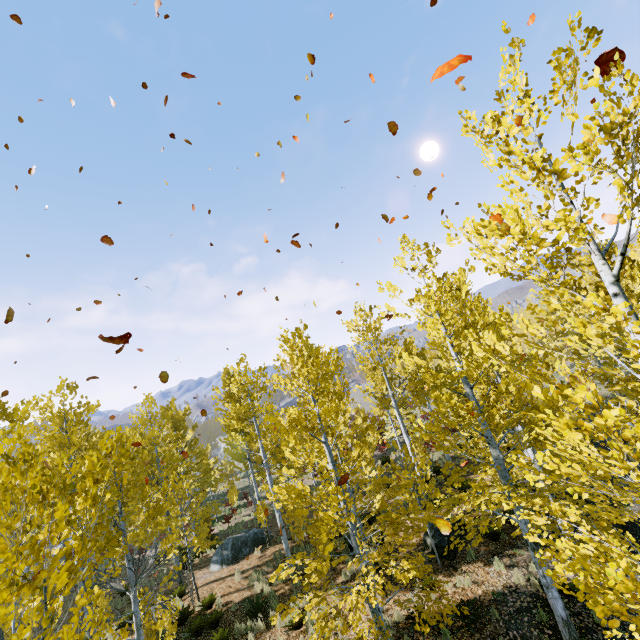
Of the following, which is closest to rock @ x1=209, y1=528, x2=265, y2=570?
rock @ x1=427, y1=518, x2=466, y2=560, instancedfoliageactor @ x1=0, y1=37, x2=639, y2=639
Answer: instancedfoliageactor @ x1=0, y1=37, x2=639, y2=639

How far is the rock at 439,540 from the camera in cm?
1095

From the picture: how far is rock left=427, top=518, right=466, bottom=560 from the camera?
11.0m

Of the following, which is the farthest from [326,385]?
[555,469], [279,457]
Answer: [555,469]

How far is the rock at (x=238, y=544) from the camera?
16.3 meters

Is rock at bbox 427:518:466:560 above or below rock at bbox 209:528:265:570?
above

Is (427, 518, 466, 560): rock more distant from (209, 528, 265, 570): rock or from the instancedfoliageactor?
(209, 528, 265, 570): rock
